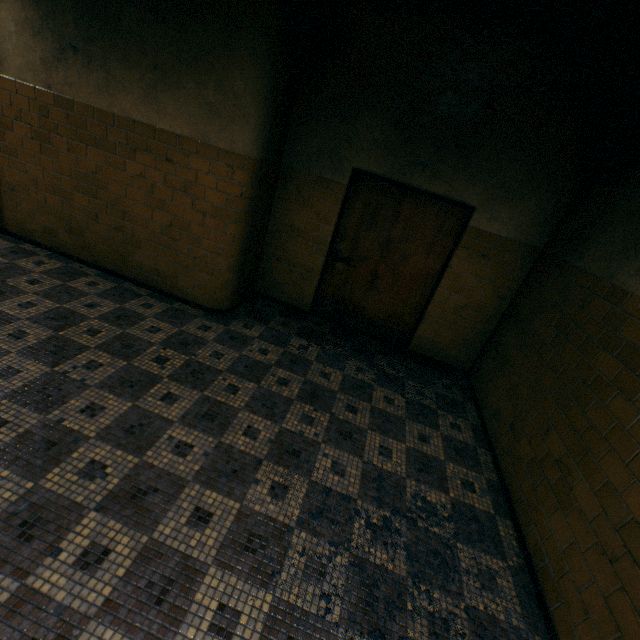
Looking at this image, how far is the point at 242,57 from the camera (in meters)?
3.07

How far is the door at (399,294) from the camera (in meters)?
4.17

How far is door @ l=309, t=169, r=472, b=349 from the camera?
4.2m
